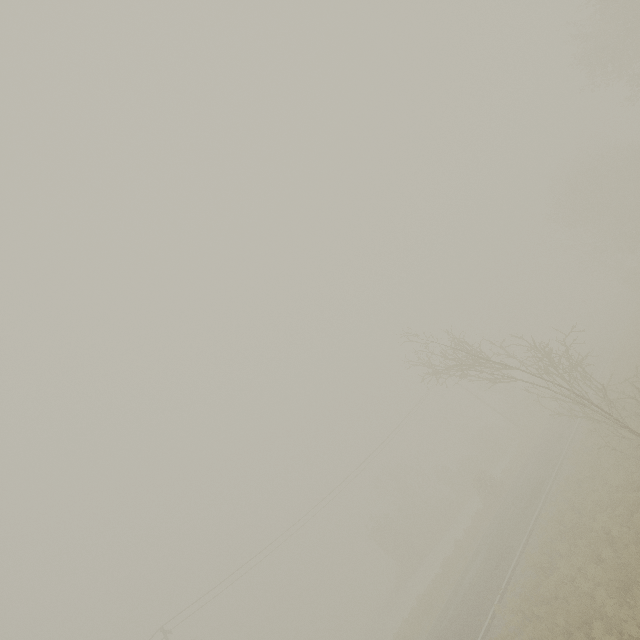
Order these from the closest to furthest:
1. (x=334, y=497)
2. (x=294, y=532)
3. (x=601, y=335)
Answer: (x=294, y=532) < (x=334, y=497) < (x=601, y=335)
